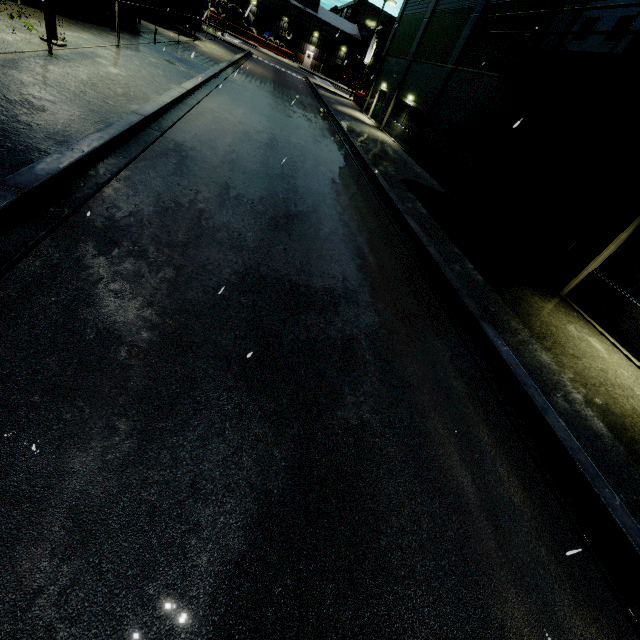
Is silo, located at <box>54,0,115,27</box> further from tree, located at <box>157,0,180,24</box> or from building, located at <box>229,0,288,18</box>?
tree, located at <box>157,0,180,24</box>

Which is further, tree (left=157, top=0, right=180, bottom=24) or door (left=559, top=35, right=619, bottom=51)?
tree (left=157, top=0, right=180, bottom=24)

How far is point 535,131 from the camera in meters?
12.7 m

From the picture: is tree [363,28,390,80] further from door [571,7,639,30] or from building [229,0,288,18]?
door [571,7,639,30]

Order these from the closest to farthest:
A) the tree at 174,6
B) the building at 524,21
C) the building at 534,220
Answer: the building at 534,220
the building at 524,21
the tree at 174,6

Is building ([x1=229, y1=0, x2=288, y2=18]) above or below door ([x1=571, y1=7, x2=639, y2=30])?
below

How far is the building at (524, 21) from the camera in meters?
13.6

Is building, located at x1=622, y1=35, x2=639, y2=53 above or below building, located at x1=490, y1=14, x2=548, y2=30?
below
